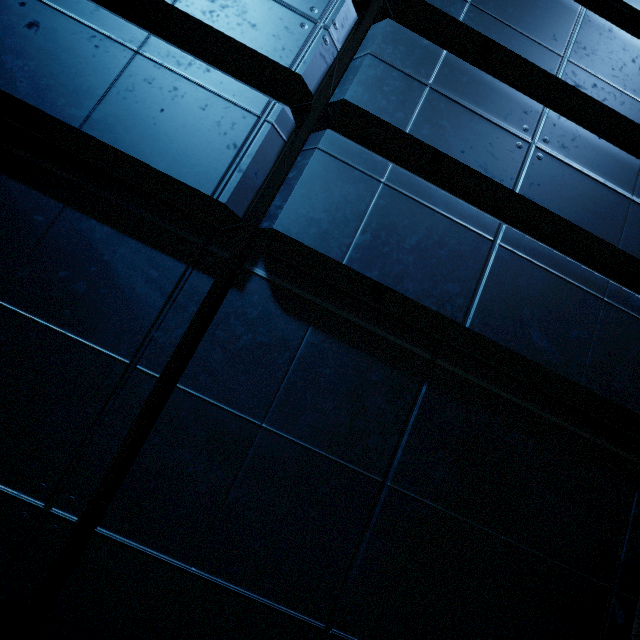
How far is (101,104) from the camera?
1.7 meters
